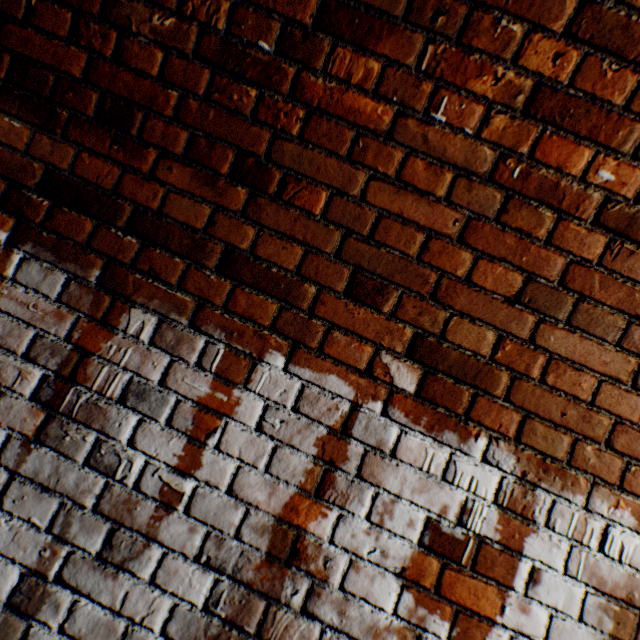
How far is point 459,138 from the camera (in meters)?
0.91
